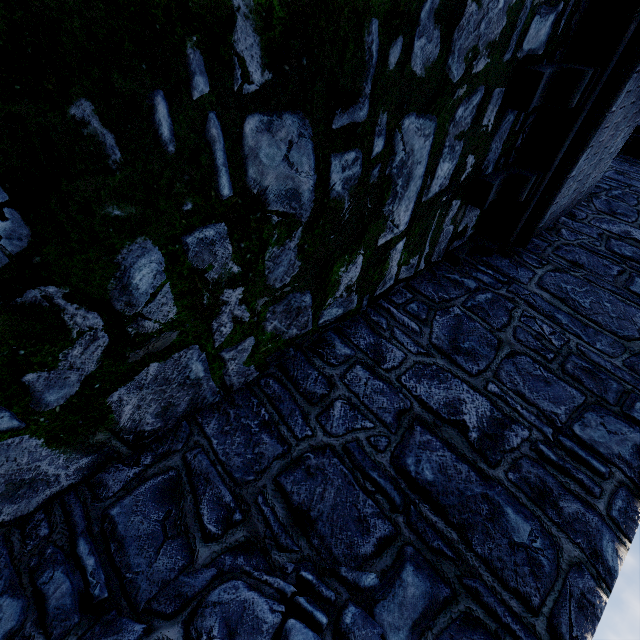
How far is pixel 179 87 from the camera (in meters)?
1.33
